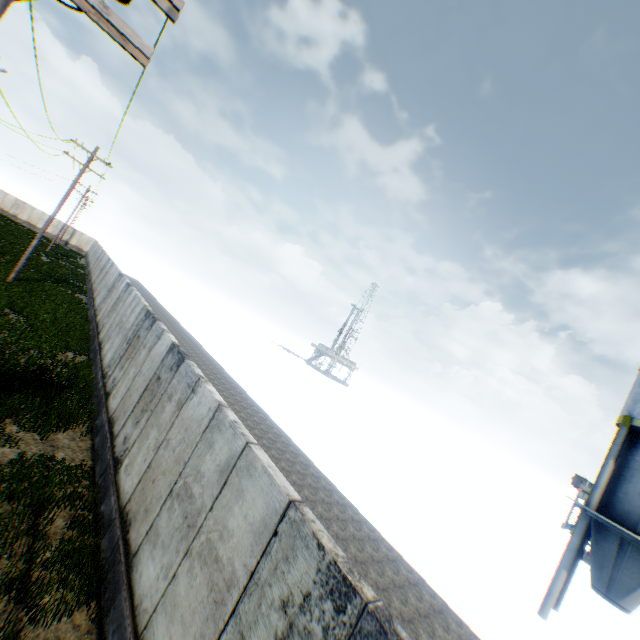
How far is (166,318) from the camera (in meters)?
39.56

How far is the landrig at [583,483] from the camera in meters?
47.8 m

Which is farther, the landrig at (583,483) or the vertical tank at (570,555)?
the landrig at (583,483)

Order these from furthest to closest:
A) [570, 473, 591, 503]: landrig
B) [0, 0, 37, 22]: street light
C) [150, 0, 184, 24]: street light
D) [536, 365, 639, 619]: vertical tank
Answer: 1. [570, 473, 591, 503]: landrig
2. [536, 365, 639, 619]: vertical tank
3. [150, 0, 184, 24]: street light
4. [0, 0, 37, 22]: street light

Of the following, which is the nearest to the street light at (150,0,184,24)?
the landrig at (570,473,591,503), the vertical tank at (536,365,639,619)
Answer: the vertical tank at (536,365,639,619)

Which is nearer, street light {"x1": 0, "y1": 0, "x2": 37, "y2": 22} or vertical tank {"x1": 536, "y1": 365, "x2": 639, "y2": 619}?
street light {"x1": 0, "y1": 0, "x2": 37, "y2": 22}
